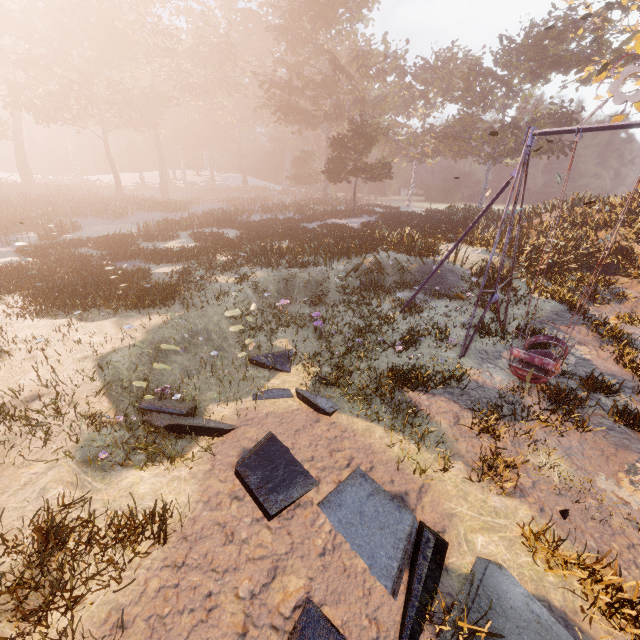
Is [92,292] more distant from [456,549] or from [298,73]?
[298,73]
